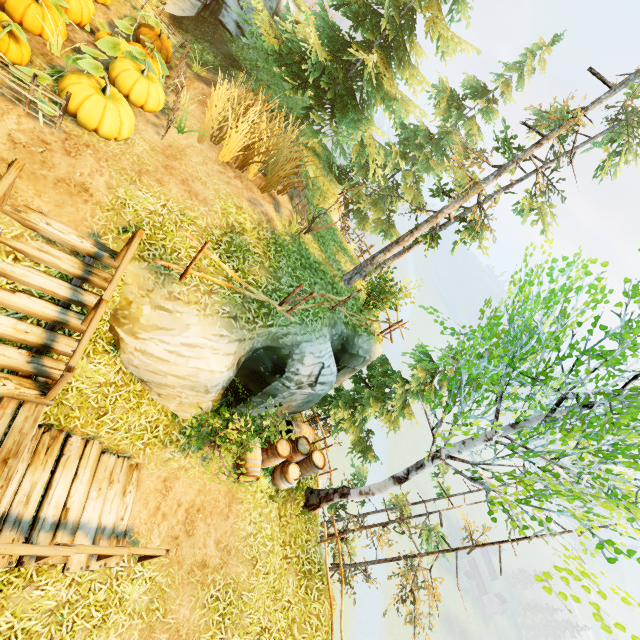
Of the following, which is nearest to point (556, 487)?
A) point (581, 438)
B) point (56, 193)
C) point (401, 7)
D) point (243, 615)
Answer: point (581, 438)

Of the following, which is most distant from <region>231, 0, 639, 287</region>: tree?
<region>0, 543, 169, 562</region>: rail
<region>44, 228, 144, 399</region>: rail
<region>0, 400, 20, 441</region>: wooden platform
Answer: <region>0, 543, 169, 562</region>: rail

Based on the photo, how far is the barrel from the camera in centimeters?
890cm

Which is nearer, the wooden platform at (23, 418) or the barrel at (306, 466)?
the wooden platform at (23, 418)

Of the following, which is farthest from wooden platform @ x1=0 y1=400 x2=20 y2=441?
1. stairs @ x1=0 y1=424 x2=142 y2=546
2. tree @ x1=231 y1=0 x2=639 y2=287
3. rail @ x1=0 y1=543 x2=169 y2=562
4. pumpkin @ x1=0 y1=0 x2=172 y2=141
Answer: tree @ x1=231 y1=0 x2=639 y2=287

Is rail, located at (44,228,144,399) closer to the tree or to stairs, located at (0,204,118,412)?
stairs, located at (0,204,118,412)

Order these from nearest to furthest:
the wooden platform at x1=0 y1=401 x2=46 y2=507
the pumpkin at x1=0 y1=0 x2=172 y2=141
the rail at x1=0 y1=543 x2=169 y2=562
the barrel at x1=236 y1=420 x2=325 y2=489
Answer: the rail at x1=0 y1=543 x2=169 y2=562 < the wooden platform at x1=0 y1=401 x2=46 y2=507 < the pumpkin at x1=0 y1=0 x2=172 y2=141 < the barrel at x1=236 y1=420 x2=325 y2=489

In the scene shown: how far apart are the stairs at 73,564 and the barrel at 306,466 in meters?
4.7 m
